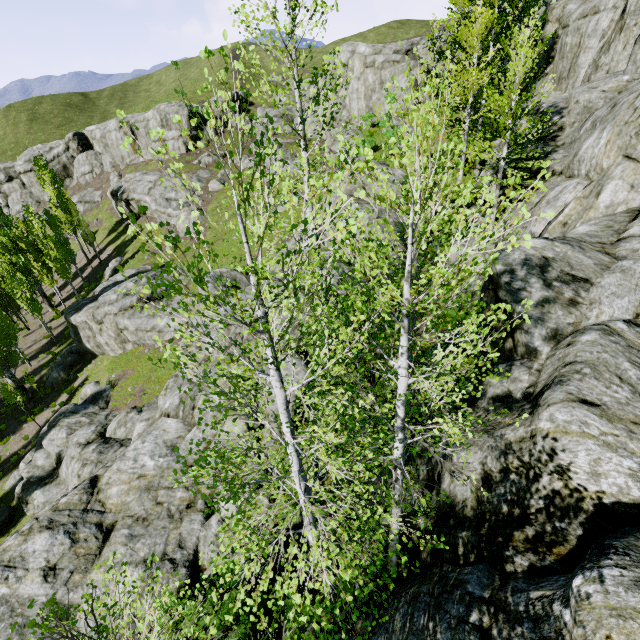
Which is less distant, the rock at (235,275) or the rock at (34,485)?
the rock at (34,485)

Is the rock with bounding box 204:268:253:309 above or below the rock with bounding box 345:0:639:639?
above

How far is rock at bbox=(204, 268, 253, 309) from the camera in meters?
14.3

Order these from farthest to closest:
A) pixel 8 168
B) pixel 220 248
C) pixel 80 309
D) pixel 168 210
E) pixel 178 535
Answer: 1. pixel 8 168
2. pixel 168 210
3. pixel 220 248
4. pixel 80 309
5. pixel 178 535

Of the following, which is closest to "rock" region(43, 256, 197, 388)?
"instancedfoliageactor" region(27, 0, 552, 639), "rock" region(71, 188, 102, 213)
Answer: "instancedfoliageactor" region(27, 0, 552, 639)

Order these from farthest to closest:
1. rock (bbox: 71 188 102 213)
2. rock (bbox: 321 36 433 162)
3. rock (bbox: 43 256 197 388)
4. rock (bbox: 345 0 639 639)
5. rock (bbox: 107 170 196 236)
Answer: rock (bbox: 71 188 102 213) < rock (bbox: 107 170 196 236) < rock (bbox: 321 36 433 162) < rock (bbox: 43 256 197 388) < rock (bbox: 345 0 639 639)

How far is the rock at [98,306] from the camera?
25.2m
